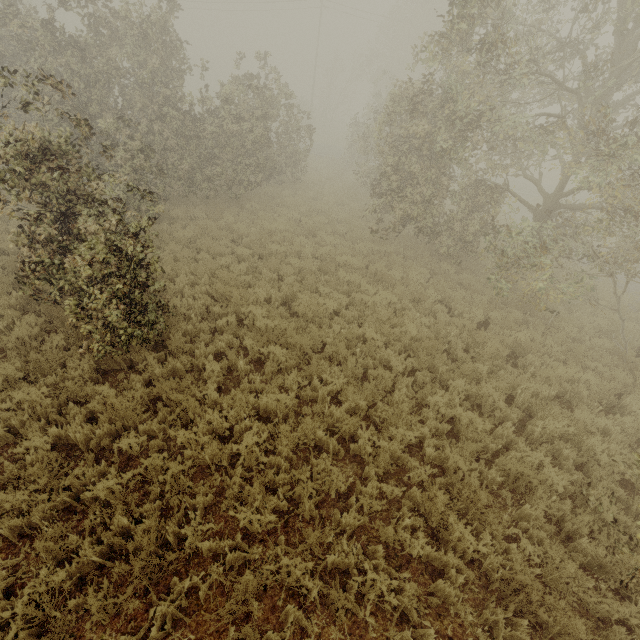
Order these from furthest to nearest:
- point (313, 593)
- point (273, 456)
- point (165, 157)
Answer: point (165, 157) < point (273, 456) < point (313, 593)
